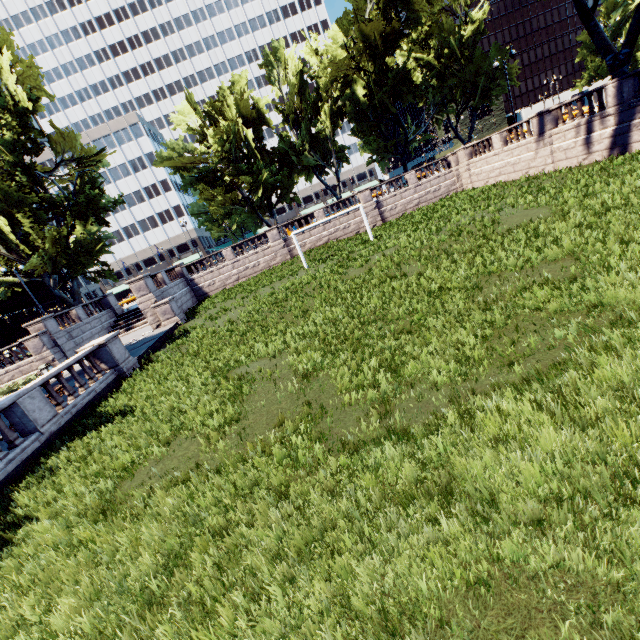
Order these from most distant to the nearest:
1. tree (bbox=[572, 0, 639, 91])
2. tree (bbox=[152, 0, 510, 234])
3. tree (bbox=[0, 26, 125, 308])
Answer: tree (bbox=[152, 0, 510, 234])
tree (bbox=[0, 26, 125, 308])
tree (bbox=[572, 0, 639, 91])

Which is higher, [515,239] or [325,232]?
[325,232]

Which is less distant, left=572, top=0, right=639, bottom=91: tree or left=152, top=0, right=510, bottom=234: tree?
left=572, top=0, right=639, bottom=91: tree

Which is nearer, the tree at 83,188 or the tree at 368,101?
the tree at 83,188
